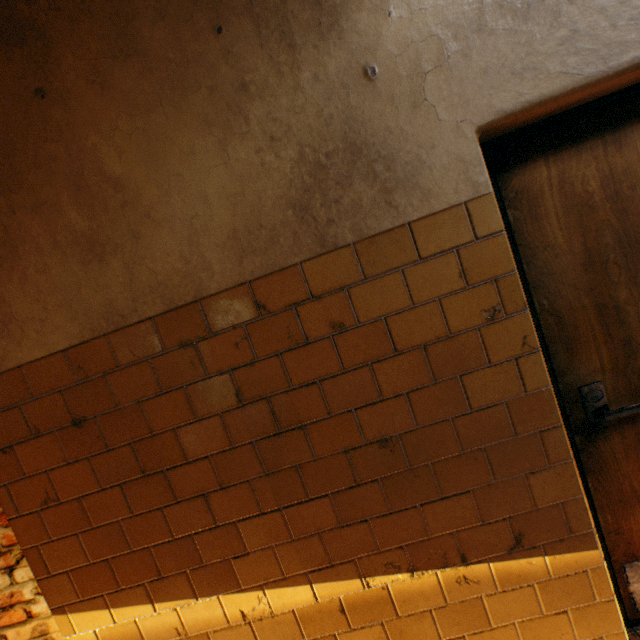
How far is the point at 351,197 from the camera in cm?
114
